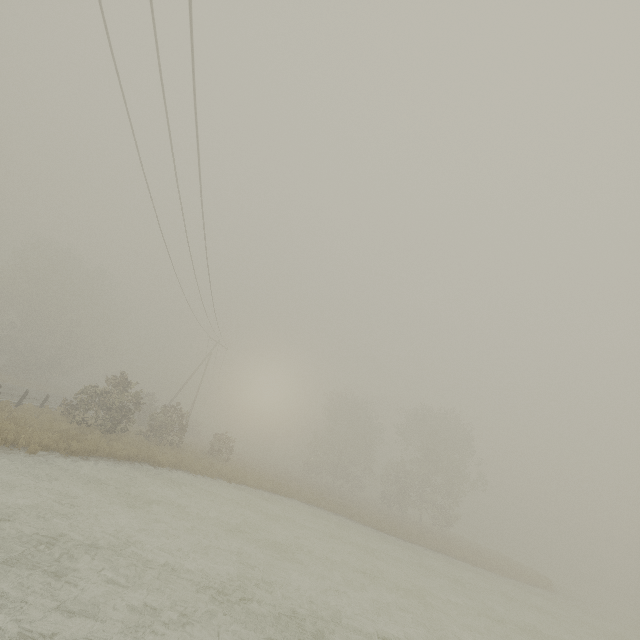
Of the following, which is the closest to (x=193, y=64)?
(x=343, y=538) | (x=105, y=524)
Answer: (x=105, y=524)
